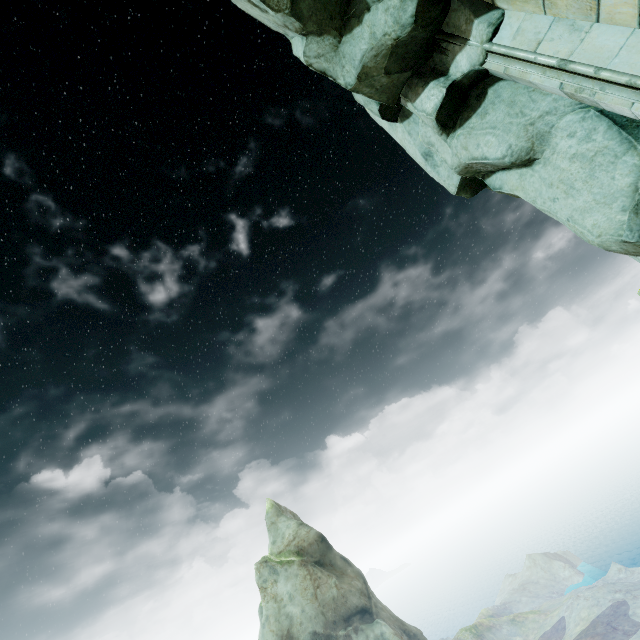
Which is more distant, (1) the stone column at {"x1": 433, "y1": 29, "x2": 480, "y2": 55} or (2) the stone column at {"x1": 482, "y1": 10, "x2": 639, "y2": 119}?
(1) the stone column at {"x1": 433, "y1": 29, "x2": 480, "y2": 55}

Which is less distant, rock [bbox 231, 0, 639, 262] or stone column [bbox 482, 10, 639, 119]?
stone column [bbox 482, 10, 639, 119]

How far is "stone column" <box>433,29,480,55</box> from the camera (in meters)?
5.07

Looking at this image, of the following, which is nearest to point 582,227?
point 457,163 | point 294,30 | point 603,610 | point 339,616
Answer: point 457,163

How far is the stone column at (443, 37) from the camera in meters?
5.1 m

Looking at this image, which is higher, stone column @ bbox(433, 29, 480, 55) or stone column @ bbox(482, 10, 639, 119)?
stone column @ bbox(433, 29, 480, 55)

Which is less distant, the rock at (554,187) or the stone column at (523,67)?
the stone column at (523,67)
